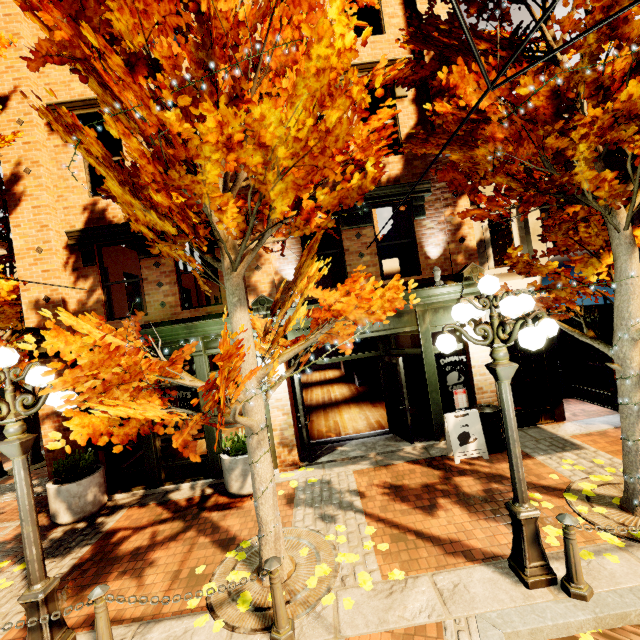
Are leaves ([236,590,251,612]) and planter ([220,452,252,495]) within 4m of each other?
yes

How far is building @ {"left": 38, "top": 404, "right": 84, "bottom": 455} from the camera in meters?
7.5

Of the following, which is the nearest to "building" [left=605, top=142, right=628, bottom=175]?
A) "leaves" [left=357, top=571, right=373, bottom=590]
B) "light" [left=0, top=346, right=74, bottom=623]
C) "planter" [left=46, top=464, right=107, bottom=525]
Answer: "planter" [left=46, top=464, right=107, bottom=525]

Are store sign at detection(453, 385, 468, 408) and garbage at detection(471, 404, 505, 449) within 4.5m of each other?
yes

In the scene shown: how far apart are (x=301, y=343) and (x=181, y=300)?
4.6m

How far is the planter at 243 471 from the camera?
6.69m

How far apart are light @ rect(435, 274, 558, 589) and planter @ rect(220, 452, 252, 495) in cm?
456

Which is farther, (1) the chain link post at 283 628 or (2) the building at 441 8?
(2) the building at 441 8
